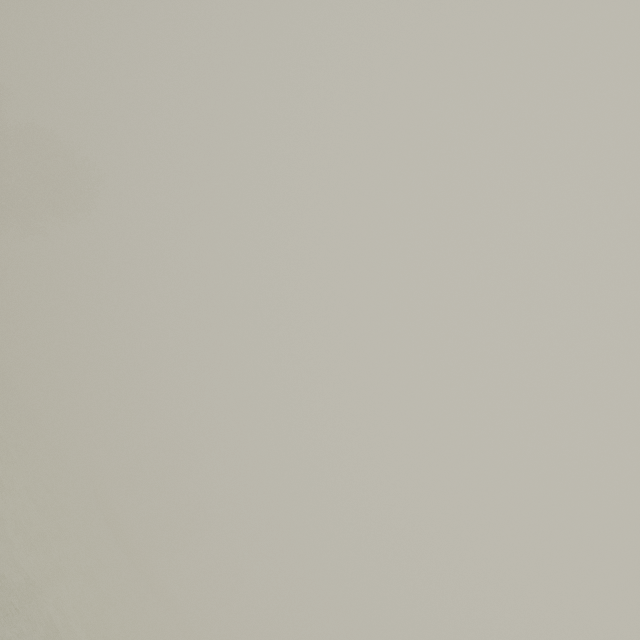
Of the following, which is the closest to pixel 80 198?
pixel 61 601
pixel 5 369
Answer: pixel 5 369
